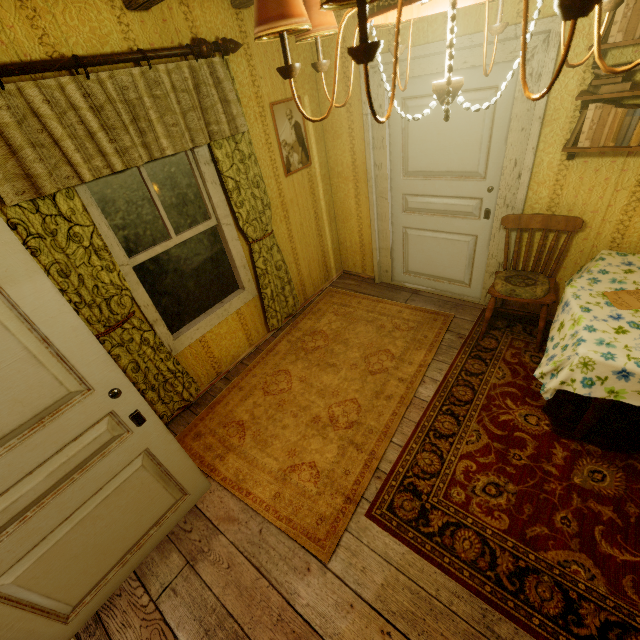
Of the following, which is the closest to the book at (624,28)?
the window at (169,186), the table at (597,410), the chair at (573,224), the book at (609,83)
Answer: the book at (609,83)

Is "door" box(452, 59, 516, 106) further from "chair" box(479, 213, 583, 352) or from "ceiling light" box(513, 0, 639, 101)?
"ceiling light" box(513, 0, 639, 101)

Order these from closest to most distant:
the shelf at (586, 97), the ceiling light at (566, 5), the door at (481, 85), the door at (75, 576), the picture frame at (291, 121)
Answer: the ceiling light at (566, 5)
the door at (75, 576)
the shelf at (586, 97)
the door at (481, 85)
the picture frame at (291, 121)

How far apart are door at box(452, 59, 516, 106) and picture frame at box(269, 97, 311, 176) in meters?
0.8

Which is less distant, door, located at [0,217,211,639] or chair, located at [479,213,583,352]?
door, located at [0,217,211,639]

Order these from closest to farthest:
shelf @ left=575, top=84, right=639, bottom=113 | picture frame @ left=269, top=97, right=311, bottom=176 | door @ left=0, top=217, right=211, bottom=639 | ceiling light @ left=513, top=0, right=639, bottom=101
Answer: ceiling light @ left=513, top=0, right=639, bottom=101 → door @ left=0, top=217, right=211, bottom=639 → shelf @ left=575, top=84, right=639, bottom=113 → picture frame @ left=269, top=97, right=311, bottom=176

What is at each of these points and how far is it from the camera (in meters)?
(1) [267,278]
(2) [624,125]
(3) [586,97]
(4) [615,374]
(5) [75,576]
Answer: (1) curtain, 3.31
(2) book, 2.01
(3) shelf, 2.01
(4) tablecloth, 1.74
(5) door, 1.75

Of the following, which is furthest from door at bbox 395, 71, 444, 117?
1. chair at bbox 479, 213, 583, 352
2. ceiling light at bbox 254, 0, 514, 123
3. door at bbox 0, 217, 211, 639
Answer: door at bbox 0, 217, 211, 639
